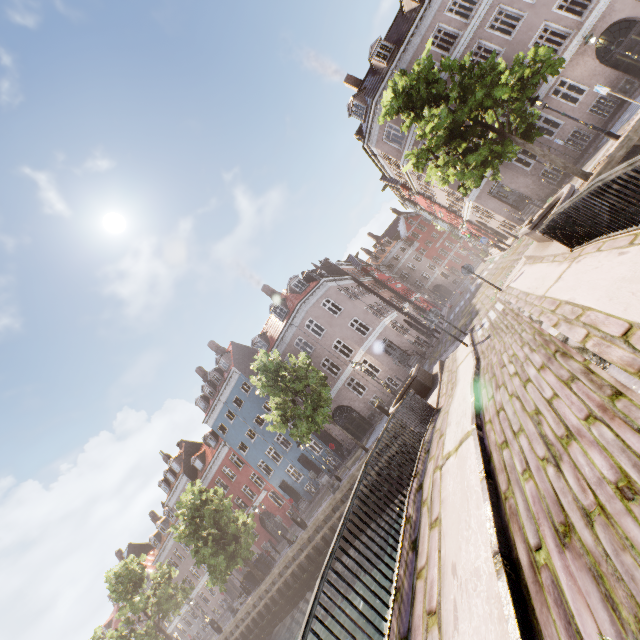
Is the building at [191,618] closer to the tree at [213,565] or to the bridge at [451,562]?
the tree at [213,565]

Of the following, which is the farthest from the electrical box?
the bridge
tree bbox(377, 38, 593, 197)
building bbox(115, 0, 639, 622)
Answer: the bridge

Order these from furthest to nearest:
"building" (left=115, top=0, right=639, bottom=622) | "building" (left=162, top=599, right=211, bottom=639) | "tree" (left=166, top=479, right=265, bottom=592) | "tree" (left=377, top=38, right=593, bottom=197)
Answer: "building" (left=162, top=599, right=211, bottom=639) < "tree" (left=166, top=479, right=265, bottom=592) < "building" (left=115, top=0, right=639, bottom=622) < "tree" (left=377, top=38, right=593, bottom=197)

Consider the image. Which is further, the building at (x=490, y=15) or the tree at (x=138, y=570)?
the tree at (x=138, y=570)

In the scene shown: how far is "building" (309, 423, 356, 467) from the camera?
27.89m

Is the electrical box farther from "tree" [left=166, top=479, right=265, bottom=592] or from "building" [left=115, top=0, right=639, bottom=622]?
"tree" [left=166, top=479, right=265, bottom=592]

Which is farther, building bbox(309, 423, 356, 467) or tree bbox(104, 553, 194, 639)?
building bbox(309, 423, 356, 467)

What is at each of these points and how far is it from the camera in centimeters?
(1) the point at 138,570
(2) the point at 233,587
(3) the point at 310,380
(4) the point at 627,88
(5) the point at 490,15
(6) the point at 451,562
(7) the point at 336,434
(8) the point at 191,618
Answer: (1) tree, 3006cm
(2) building, 3762cm
(3) tree, 1808cm
(4) electrical box, 1814cm
(5) building, 2031cm
(6) bridge, 372cm
(7) building, 2817cm
(8) building, 4119cm
